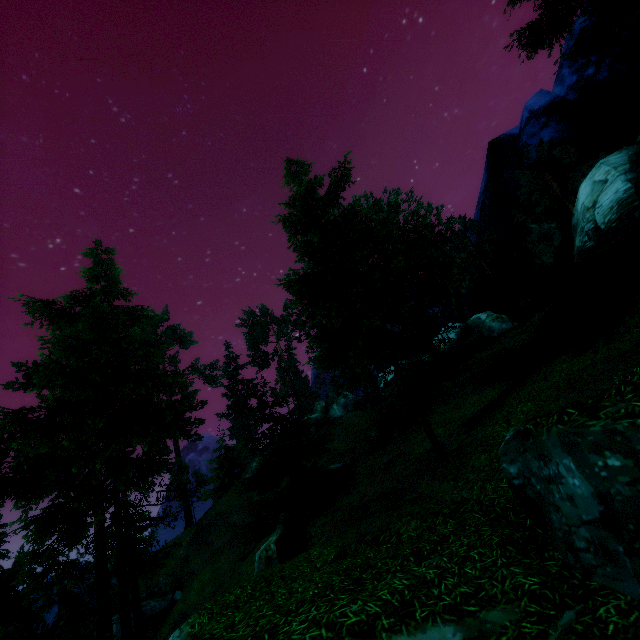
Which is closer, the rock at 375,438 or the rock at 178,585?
the rock at 375,438

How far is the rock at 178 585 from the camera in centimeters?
3198cm

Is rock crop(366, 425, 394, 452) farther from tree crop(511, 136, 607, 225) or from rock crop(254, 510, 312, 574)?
rock crop(254, 510, 312, 574)

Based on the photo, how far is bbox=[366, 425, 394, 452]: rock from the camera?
20.67m

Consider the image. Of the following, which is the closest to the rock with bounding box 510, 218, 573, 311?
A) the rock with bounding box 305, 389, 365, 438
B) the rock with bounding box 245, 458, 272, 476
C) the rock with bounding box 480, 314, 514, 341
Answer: the rock with bounding box 480, 314, 514, 341

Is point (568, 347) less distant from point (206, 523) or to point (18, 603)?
point (18, 603)

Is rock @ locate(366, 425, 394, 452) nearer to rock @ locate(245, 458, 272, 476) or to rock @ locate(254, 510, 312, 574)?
rock @ locate(254, 510, 312, 574)

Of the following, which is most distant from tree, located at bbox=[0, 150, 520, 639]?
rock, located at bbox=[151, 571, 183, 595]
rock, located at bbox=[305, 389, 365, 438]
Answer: rock, located at bbox=[151, 571, 183, 595]
